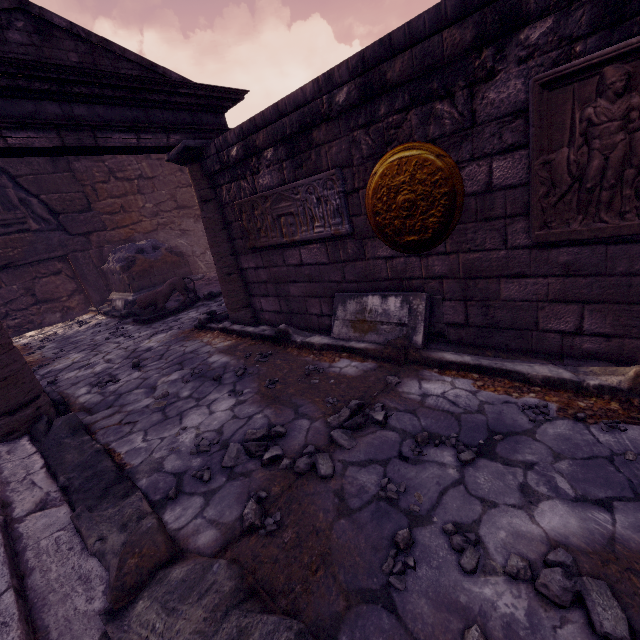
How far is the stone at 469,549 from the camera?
1.4m

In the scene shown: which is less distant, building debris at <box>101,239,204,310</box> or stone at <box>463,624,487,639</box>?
stone at <box>463,624,487,639</box>

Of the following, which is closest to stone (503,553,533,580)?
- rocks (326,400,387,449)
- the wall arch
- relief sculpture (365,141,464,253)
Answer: rocks (326,400,387,449)

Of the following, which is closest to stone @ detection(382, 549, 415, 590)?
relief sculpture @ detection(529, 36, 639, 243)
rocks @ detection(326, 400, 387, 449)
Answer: rocks @ detection(326, 400, 387, 449)

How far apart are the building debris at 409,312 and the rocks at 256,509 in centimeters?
195cm

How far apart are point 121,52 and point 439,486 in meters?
5.9

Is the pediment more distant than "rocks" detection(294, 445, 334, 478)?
Yes

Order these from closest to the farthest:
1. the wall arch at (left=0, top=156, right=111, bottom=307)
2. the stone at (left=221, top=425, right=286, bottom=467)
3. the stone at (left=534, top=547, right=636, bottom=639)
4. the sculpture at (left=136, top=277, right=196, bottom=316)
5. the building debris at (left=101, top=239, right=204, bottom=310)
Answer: the stone at (left=534, top=547, right=636, bottom=639) → the stone at (left=221, top=425, right=286, bottom=467) → the sculpture at (left=136, top=277, right=196, bottom=316) → the wall arch at (left=0, top=156, right=111, bottom=307) → the building debris at (left=101, top=239, right=204, bottom=310)
